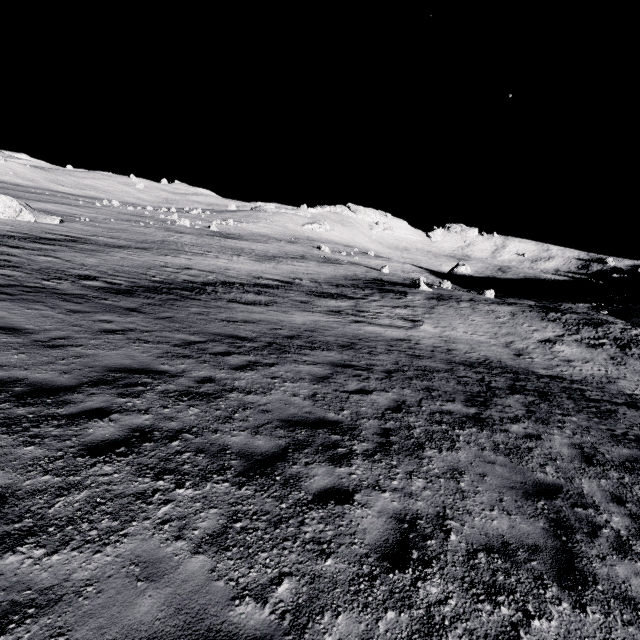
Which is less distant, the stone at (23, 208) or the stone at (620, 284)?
the stone at (23, 208)

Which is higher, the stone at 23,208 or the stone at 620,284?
the stone at 620,284

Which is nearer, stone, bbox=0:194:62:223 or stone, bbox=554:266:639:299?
stone, bbox=0:194:62:223

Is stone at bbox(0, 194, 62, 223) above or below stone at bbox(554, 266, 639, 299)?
below

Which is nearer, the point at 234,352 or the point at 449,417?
the point at 449,417
